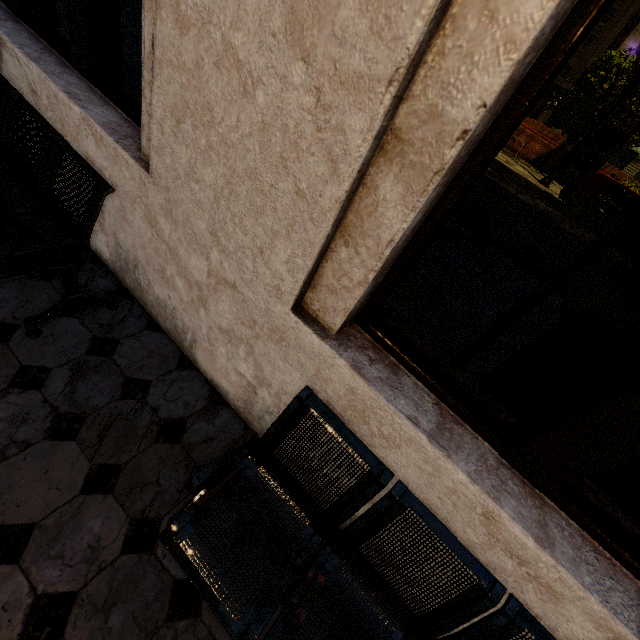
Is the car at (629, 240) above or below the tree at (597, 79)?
below

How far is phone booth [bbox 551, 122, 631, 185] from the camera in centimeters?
1391cm

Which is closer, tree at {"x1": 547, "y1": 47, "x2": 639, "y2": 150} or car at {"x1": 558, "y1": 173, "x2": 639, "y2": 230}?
car at {"x1": 558, "y1": 173, "x2": 639, "y2": 230}

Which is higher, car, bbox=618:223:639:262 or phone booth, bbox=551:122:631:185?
phone booth, bbox=551:122:631:185

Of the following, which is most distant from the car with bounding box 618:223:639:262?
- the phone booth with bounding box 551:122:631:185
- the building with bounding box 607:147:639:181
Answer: the building with bounding box 607:147:639:181

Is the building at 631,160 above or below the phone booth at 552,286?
above

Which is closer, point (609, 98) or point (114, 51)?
point (114, 51)

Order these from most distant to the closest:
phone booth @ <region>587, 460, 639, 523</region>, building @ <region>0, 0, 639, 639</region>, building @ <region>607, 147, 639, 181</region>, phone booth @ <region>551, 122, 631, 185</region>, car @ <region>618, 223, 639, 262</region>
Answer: building @ <region>607, 147, 639, 181</region> → phone booth @ <region>551, 122, 631, 185</region> → car @ <region>618, 223, 639, 262</region> → phone booth @ <region>587, 460, 639, 523</region> → building @ <region>0, 0, 639, 639</region>
